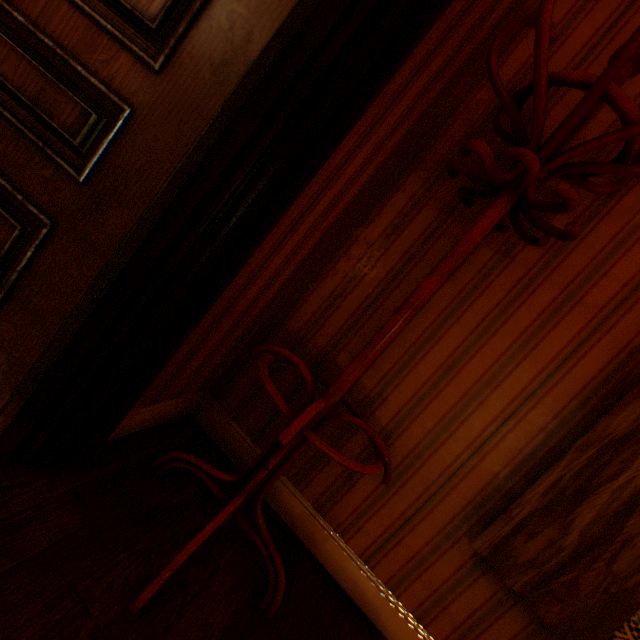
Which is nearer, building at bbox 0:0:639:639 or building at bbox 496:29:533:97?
building at bbox 0:0:639:639

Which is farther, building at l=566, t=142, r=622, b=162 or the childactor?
building at l=566, t=142, r=622, b=162

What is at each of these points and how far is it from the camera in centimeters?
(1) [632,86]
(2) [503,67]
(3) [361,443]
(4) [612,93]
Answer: (1) building, 139cm
(2) building, 153cm
(3) building, 159cm
(4) coat rack, 86cm

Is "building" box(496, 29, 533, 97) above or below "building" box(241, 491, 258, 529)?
above

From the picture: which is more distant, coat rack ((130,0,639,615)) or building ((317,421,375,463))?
building ((317,421,375,463))

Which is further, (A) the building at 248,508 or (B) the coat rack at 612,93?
(A) the building at 248,508

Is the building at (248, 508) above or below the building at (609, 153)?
below
